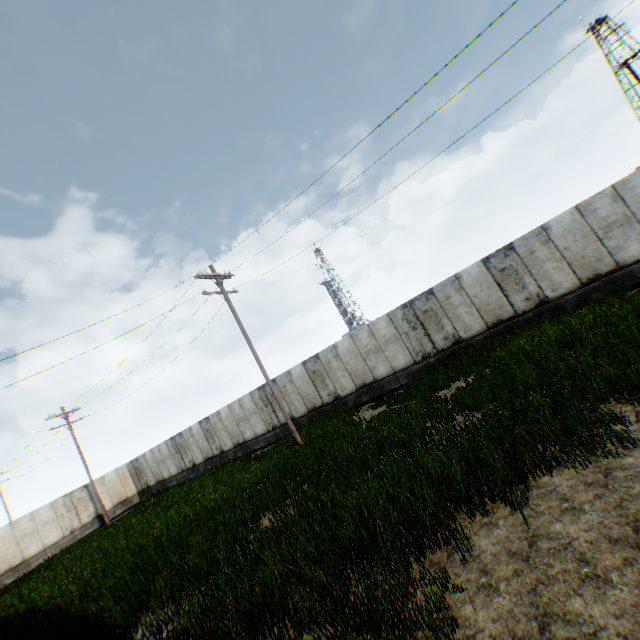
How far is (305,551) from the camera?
5.4 meters
